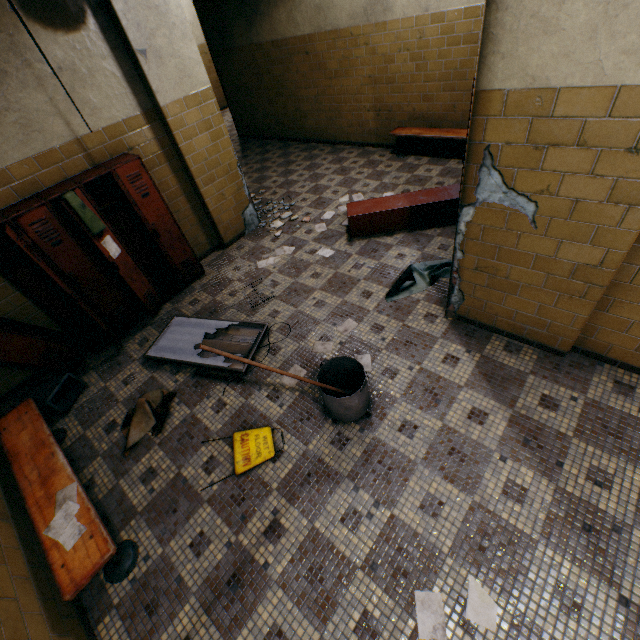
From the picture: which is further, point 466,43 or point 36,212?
point 466,43

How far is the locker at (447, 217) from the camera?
4.30m

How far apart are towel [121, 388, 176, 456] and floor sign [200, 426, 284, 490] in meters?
0.6

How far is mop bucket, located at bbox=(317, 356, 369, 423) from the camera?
2.5 meters

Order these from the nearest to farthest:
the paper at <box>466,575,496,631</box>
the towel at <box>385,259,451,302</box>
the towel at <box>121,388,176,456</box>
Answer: the paper at <box>466,575,496,631</box>
the towel at <box>121,388,176,456</box>
the towel at <box>385,259,451,302</box>

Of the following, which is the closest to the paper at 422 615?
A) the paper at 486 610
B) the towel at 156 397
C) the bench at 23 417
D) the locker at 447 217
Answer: the paper at 486 610

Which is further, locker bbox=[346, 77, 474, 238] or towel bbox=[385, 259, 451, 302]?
locker bbox=[346, 77, 474, 238]

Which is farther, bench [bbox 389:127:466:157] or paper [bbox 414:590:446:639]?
bench [bbox 389:127:466:157]
